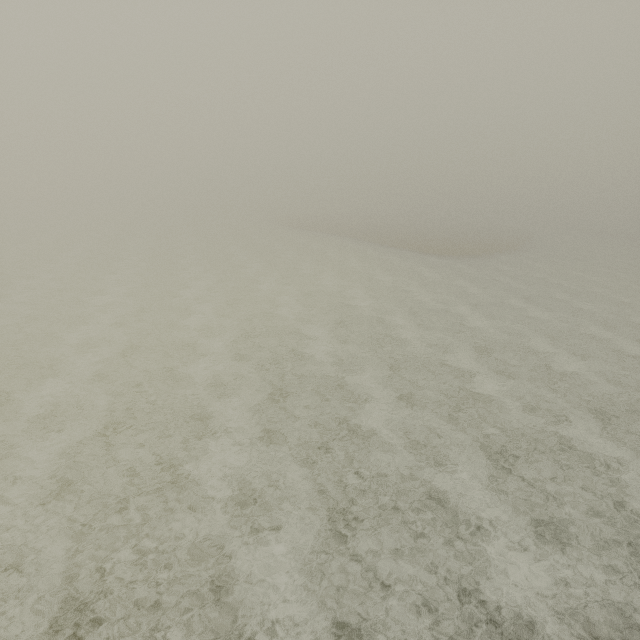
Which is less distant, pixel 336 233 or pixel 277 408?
pixel 277 408
